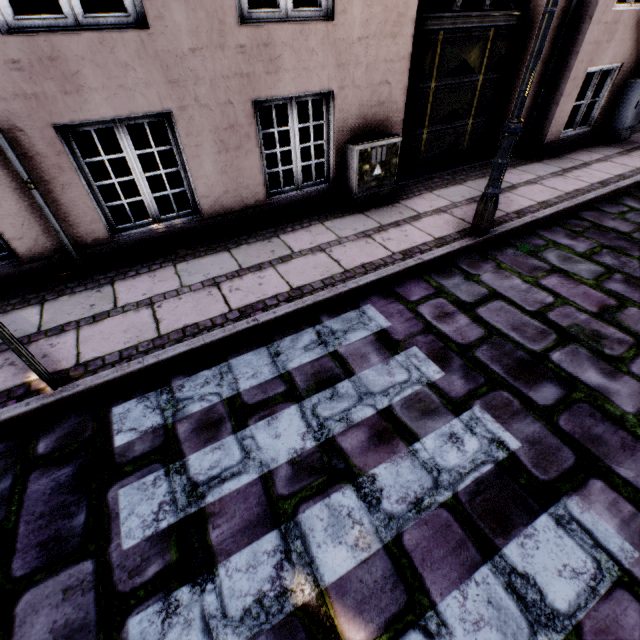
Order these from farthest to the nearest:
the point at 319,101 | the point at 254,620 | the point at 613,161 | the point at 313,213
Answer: the point at 319,101, the point at 613,161, the point at 313,213, the point at 254,620

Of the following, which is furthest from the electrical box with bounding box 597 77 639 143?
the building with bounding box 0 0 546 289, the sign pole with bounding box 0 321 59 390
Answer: the sign pole with bounding box 0 321 59 390

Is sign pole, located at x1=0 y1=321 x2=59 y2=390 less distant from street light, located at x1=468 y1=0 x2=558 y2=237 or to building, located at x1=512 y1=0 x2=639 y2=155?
street light, located at x1=468 y1=0 x2=558 y2=237

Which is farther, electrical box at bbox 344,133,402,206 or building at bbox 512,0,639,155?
building at bbox 512,0,639,155

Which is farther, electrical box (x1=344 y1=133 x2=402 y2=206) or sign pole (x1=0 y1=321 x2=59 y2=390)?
electrical box (x1=344 y1=133 x2=402 y2=206)

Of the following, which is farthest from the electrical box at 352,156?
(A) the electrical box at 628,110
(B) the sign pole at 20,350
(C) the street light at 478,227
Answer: (A) the electrical box at 628,110

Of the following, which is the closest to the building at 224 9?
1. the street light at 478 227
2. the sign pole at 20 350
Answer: the street light at 478 227

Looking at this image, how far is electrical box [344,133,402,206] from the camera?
4.41m
